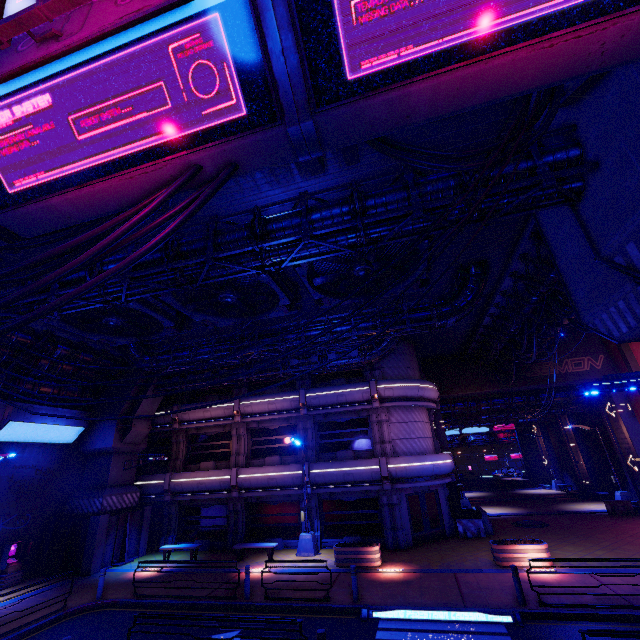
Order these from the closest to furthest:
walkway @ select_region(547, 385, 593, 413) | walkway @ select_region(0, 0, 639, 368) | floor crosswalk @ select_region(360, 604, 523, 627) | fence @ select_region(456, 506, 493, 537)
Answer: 1. walkway @ select_region(0, 0, 639, 368)
2. floor crosswalk @ select_region(360, 604, 523, 627)
3. fence @ select_region(456, 506, 493, 537)
4. walkway @ select_region(547, 385, 593, 413)

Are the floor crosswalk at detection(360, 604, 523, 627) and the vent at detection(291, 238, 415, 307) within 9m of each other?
no

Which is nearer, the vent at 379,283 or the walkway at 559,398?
the vent at 379,283

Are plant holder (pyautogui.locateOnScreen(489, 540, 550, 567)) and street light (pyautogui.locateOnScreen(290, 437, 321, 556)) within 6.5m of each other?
no

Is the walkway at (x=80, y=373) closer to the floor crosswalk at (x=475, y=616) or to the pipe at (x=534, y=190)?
the pipe at (x=534, y=190)

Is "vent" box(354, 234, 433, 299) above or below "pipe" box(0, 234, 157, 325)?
above

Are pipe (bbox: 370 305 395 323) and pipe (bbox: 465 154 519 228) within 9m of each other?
yes

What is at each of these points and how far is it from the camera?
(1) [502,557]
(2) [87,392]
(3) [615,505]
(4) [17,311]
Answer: (1) plant holder, 13.94m
(2) walkway, 21.73m
(3) fence, 22.22m
(4) pipe, 9.90m
